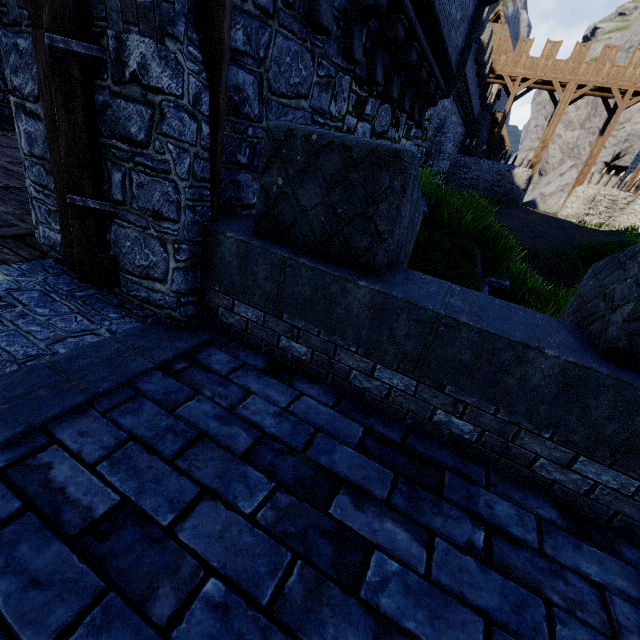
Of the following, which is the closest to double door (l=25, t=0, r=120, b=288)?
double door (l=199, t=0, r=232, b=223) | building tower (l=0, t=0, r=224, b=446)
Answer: building tower (l=0, t=0, r=224, b=446)

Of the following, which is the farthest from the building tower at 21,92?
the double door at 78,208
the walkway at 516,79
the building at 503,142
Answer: the building at 503,142

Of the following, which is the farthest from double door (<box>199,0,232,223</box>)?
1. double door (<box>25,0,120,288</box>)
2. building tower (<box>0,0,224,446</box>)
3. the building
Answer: the building

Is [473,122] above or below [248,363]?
above

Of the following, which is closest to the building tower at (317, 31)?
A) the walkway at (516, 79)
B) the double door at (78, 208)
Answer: the double door at (78, 208)

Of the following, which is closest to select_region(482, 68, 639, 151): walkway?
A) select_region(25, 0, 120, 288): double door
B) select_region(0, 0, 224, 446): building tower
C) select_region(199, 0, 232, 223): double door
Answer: select_region(0, 0, 224, 446): building tower

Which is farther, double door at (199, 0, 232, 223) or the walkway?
the walkway

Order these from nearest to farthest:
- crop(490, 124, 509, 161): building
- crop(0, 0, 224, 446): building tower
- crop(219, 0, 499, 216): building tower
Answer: crop(0, 0, 224, 446): building tower
crop(219, 0, 499, 216): building tower
crop(490, 124, 509, 161): building
